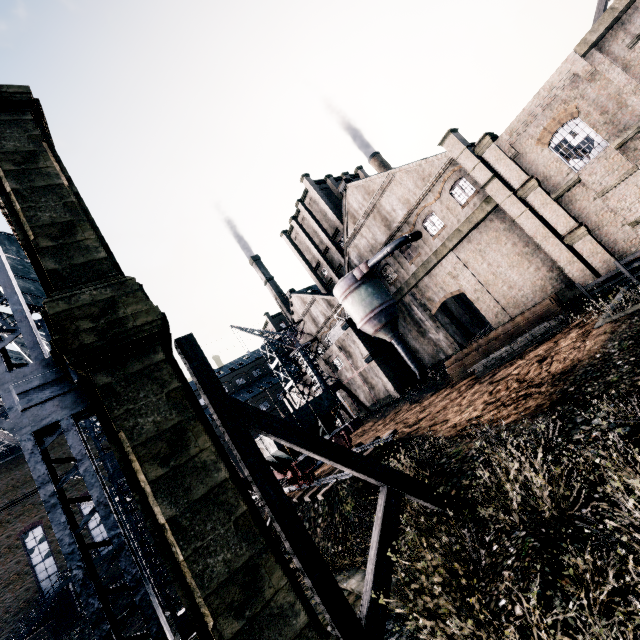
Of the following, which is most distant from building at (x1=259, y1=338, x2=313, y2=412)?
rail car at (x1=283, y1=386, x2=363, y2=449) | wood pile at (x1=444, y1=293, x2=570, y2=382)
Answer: rail car at (x1=283, y1=386, x2=363, y2=449)

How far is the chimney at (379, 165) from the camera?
51.2 meters

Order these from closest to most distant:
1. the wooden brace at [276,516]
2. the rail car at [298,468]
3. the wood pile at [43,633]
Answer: the wooden brace at [276,516], the rail car at [298,468], the wood pile at [43,633]

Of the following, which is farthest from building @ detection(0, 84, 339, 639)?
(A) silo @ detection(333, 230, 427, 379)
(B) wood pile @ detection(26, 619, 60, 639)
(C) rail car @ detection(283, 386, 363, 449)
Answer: (B) wood pile @ detection(26, 619, 60, 639)

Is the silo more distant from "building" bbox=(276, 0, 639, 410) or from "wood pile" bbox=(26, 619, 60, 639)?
"wood pile" bbox=(26, 619, 60, 639)

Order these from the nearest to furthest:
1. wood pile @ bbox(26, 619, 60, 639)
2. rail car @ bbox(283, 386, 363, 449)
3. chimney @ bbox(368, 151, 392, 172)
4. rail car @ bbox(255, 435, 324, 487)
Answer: rail car @ bbox(255, 435, 324, 487) < rail car @ bbox(283, 386, 363, 449) < wood pile @ bbox(26, 619, 60, 639) < chimney @ bbox(368, 151, 392, 172)

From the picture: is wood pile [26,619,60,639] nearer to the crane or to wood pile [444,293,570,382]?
the crane

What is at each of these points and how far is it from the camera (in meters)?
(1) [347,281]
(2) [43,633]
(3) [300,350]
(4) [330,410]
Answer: (1) silo, 33.59
(2) wood pile, 30.83
(3) crane, 40.62
(4) rail car, 19.86
